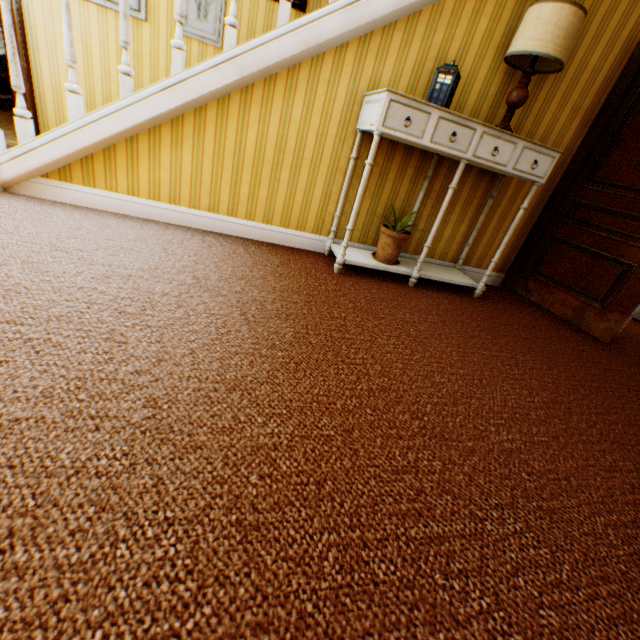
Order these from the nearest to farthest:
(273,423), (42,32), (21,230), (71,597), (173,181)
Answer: (71,597) → (273,423) → (21,230) → (173,181) → (42,32)

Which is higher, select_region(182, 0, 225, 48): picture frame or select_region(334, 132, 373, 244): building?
select_region(182, 0, 225, 48): picture frame

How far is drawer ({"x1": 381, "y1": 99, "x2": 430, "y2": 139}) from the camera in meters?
2.2 m

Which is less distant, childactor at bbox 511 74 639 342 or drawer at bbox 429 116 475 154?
drawer at bbox 429 116 475 154

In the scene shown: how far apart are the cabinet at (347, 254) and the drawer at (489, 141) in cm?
1

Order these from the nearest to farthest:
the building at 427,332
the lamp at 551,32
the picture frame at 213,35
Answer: the building at 427,332 → the lamp at 551,32 → the picture frame at 213,35

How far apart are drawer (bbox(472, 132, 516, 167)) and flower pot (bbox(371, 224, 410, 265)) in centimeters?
75cm

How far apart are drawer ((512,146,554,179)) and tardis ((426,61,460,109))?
0.7 meters
